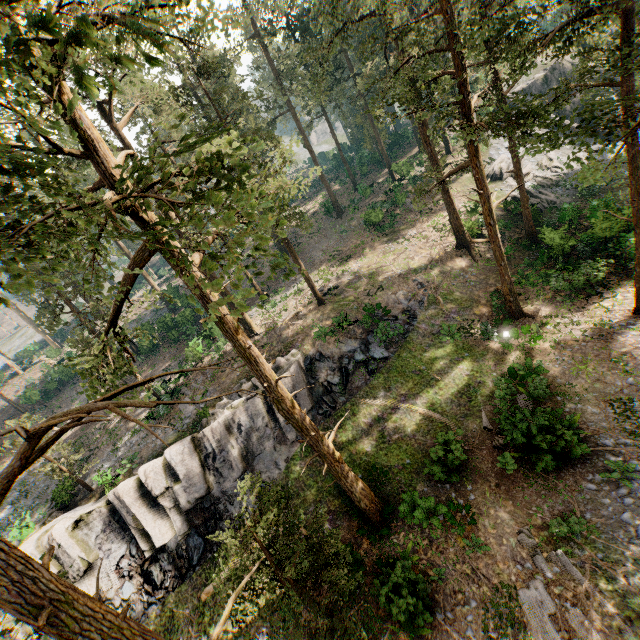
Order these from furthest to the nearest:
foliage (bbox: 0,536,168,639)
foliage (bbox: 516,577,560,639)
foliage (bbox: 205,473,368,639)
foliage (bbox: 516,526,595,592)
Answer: foliage (bbox: 516,526,595,592), foliage (bbox: 516,577,560,639), foliage (bbox: 205,473,368,639), foliage (bbox: 0,536,168,639)

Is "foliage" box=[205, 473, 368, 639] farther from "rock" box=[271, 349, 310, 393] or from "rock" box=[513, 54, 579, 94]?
"rock" box=[271, 349, 310, 393]

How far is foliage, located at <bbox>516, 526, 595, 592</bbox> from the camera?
11.2m

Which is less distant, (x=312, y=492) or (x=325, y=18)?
(x=312, y=492)

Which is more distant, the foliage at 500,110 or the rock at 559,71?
the rock at 559,71

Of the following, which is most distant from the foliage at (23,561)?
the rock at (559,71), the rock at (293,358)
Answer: the rock at (293,358)
